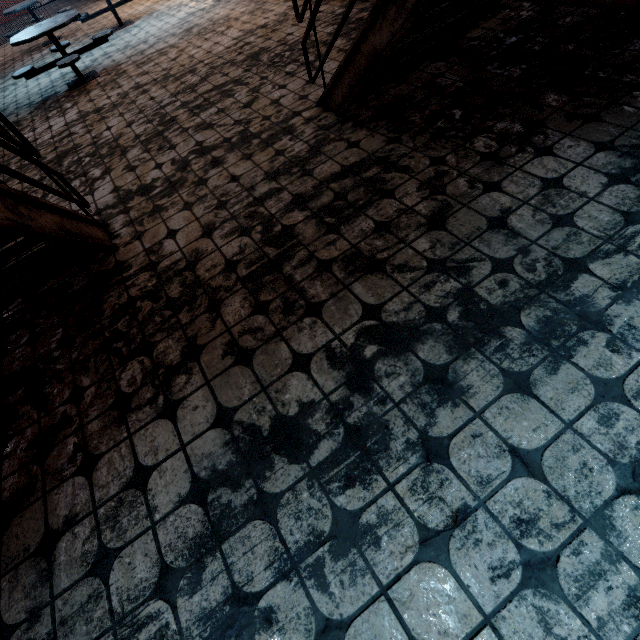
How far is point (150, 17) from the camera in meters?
7.8 m
